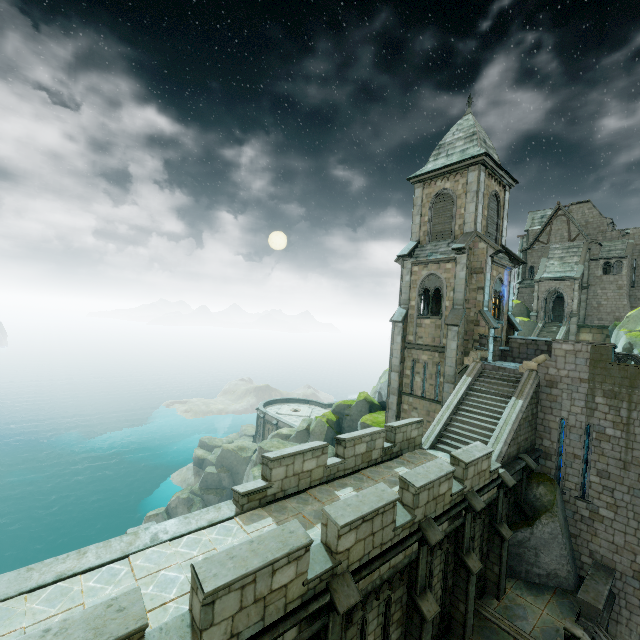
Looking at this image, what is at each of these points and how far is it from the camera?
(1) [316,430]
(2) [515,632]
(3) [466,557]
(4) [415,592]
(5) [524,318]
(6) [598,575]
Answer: (1) rock, 31.4m
(2) trim, 11.2m
(3) stone column, 11.0m
(4) stone column, 9.2m
(5) rock, 41.6m
(6) wall trim, 13.4m

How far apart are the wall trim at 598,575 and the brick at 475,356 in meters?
9.8

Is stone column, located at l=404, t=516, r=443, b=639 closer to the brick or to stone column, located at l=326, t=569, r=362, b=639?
stone column, located at l=326, t=569, r=362, b=639

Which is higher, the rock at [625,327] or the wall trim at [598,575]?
the rock at [625,327]

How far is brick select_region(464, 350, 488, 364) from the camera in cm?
1909

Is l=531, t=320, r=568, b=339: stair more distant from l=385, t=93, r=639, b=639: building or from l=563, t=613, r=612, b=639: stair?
l=563, t=613, r=612, b=639: stair

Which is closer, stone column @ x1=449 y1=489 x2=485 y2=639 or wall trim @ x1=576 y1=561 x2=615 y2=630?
stone column @ x1=449 y1=489 x2=485 y2=639

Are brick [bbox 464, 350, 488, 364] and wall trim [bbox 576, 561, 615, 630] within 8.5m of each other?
no
